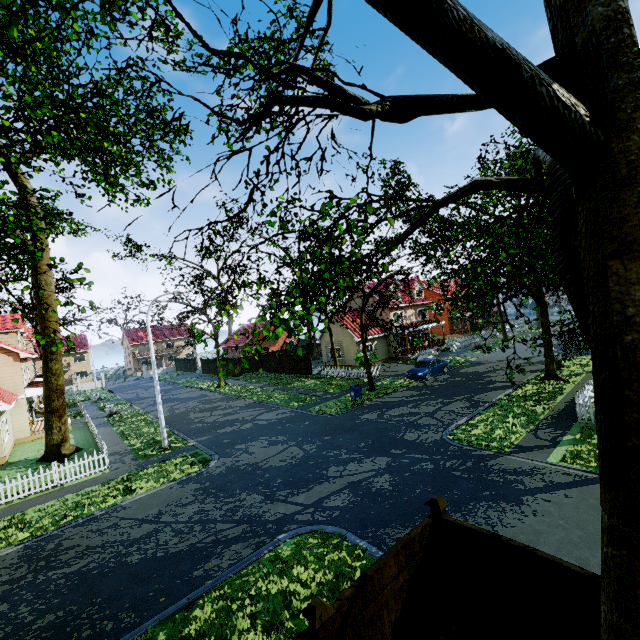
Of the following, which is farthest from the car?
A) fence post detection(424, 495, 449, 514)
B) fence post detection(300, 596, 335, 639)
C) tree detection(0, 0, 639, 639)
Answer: Result: fence post detection(300, 596, 335, 639)

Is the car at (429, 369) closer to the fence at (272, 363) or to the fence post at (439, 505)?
the fence at (272, 363)

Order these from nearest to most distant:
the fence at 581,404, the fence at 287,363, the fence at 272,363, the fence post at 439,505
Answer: the fence post at 439,505 < the fence at 581,404 < the fence at 287,363 < the fence at 272,363

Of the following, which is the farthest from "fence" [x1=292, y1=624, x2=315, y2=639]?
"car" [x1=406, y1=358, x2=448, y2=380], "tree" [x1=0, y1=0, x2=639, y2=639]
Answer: "car" [x1=406, y1=358, x2=448, y2=380]

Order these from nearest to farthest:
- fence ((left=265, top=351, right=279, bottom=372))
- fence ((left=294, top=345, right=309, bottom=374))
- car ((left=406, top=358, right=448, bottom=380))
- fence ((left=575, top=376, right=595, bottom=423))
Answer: fence ((left=575, top=376, right=595, bottom=423)) → car ((left=406, top=358, right=448, bottom=380)) → fence ((left=294, top=345, right=309, bottom=374)) → fence ((left=265, top=351, right=279, bottom=372))

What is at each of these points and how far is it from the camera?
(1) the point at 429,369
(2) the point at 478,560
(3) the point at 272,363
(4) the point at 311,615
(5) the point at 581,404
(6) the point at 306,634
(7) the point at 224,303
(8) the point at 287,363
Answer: (1) car, 25.7m
(2) fence, 5.3m
(3) fence, 40.1m
(4) fence post, 4.0m
(5) fence, 13.7m
(6) fence, 3.9m
(7) tree, 37.7m
(8) fence, 37.5m

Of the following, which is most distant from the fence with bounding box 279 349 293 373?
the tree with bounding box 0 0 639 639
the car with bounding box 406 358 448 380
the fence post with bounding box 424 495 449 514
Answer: the car with bounding box 406 358 448 380
